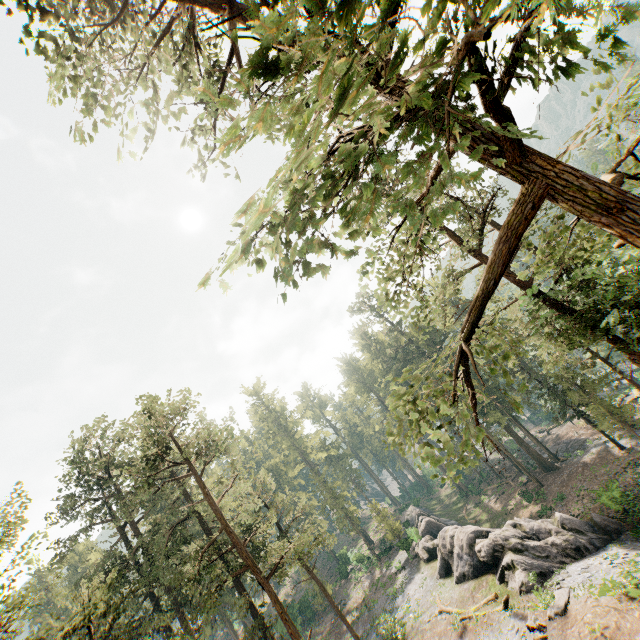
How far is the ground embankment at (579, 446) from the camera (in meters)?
40.41

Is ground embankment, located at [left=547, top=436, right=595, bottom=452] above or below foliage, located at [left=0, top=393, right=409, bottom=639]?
below

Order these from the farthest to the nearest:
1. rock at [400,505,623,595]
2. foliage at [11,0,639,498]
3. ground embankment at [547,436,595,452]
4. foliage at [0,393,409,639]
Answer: ground embankment at [547,436,595,452] → rock at [400,505,623,595] → foliage at [0,393,409,639] → foliage at [11,0,639,498]

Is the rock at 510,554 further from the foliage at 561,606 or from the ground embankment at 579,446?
the ground embankment at 579,446

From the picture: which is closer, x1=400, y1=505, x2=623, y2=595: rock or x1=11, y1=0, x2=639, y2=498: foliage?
x1=11, y1=0, x2=639, y2=498: foliage

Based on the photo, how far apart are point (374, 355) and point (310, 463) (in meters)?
23.23

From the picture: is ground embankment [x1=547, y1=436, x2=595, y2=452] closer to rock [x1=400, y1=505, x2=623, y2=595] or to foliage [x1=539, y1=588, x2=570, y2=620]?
foliage [x1=539, y1=588, x2=570, y2=620]

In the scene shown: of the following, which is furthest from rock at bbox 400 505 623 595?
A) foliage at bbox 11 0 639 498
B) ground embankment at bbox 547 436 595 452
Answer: ground embankment at bbox 547 436 595 452
